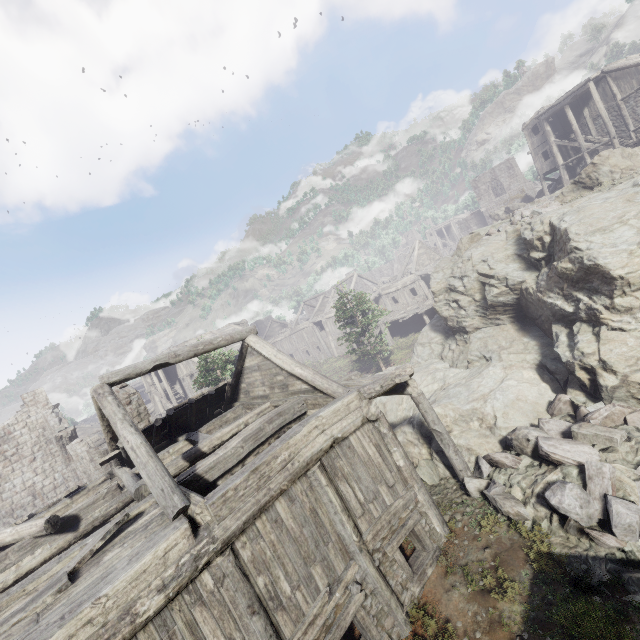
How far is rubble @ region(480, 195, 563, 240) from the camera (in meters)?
14.31

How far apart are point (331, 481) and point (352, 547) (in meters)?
1.44

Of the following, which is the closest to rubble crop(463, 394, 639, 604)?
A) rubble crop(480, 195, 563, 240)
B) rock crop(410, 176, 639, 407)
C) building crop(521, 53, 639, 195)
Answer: rock crop(410, 176, 639, 407)

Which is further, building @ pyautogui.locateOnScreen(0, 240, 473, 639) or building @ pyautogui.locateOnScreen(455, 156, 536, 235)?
building @ pyautogui.locateOnScreen(455, 156, 536, 235)

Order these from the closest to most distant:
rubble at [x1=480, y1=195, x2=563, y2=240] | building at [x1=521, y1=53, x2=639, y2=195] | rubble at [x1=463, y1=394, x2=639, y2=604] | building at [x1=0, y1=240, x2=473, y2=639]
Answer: building at [x1=0, y1=240, x2=473, y2=639] → rubble at [x1=463, y1=394, x2=639, y2=604] → rubble at [x1=480, y1=195, x2=563, y2=240] → building at [x1=521, y1=53, x2=639, y2=195]

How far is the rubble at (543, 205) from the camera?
14.3 meters

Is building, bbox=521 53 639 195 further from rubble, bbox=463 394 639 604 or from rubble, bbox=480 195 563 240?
rubble, bbox=480 195 563 240

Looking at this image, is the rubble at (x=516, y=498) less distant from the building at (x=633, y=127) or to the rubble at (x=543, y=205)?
the building at (x=633, y=127)
